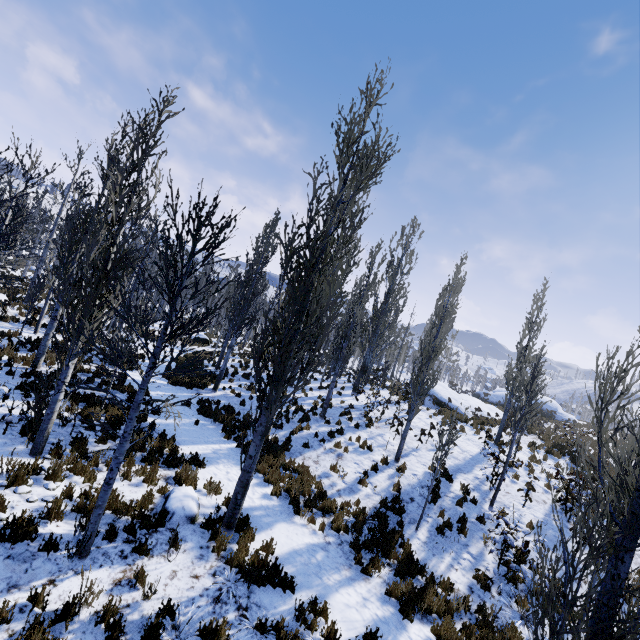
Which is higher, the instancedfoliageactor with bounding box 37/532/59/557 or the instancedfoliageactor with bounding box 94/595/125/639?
the instancedfoliageactor with bounding box 37/532/59/557

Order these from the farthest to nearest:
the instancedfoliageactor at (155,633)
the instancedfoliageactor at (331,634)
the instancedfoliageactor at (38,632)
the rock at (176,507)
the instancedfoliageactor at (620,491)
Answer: the rock at (176,507), the instancedfoliageactor at (331,634), the instancedfoliageactor at (155,633), the instancedfoliageactor at (38,632), the instancedfoliageactor at (620,491)

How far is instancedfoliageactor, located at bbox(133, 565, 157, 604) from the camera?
5.0 meters

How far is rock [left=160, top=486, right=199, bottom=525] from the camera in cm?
673

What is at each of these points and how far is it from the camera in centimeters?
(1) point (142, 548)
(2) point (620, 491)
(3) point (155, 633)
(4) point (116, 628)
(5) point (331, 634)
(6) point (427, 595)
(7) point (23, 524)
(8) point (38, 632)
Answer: (1) instancedfoliageactor, 566cm
(2) instancedfoliageactor, 289cm
(3) instancedfoliageactor, 463cm
(4) instancedfoliageactor, 446cm
(5) instancedfoliageactor, 556cm
(6) instancedfoliageactor, 721cm
(7) instancedfoliageactor, 488cm
(8) instancedfoliageactor, 391cm

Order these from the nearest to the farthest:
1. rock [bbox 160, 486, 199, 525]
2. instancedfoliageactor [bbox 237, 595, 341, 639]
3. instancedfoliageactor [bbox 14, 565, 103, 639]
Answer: instancedfoliageactor [bbox 14, 565, 103, 639]
instancedfoliageactor [bbox 237, 595, 341, 639]
rock [bbox 160, 486, 199, 525]

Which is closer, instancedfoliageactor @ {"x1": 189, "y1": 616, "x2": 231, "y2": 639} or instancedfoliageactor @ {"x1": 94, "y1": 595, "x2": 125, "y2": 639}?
instancedfoliageactor @ {"x1": 94, "y1": 595, "x2": 125, "y2": 639}

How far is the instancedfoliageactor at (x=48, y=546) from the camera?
4.9 meters
